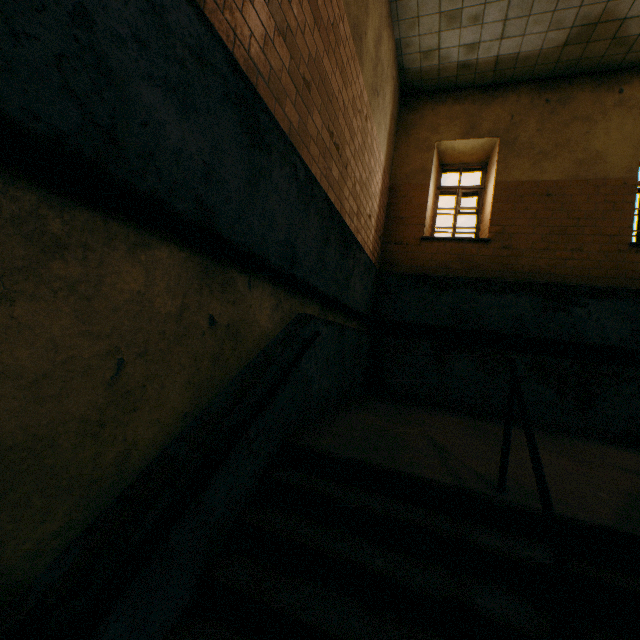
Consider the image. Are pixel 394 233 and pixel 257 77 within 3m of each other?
no

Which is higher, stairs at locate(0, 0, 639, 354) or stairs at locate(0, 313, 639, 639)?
stairs at locate(0, 0, 639, 354)

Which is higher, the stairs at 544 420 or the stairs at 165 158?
the stairs at 165 158
